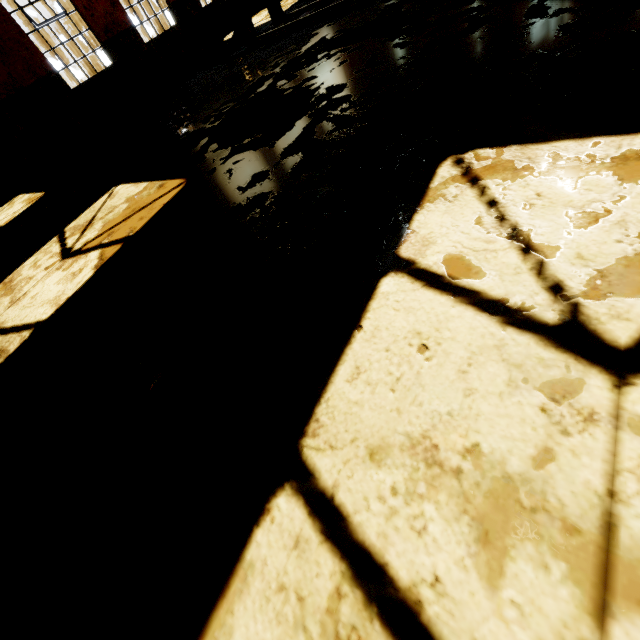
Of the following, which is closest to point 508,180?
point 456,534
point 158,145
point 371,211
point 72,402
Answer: point 371,211

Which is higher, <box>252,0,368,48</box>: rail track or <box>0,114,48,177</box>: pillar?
<box>0,114,48,177</box>: pillar

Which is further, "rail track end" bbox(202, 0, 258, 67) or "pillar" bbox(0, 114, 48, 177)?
"pillar" bbox(0, 114, 48, 177)

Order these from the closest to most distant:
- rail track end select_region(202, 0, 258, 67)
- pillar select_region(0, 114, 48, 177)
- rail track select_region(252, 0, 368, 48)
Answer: rail track select_region(252, 0, 368, 48) < rail track end select_region(202, 0, 258, 67) < pillar select_region(0, 114, 48, 177)

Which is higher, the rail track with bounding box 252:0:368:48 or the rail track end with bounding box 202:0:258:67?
the rail track end with bounding box 202:0:258:67

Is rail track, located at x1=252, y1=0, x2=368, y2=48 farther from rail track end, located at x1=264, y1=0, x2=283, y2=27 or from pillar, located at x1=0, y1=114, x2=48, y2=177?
pillar, located at x1=0, y1=114, x2=48, y2=177

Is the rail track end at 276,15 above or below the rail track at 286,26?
above

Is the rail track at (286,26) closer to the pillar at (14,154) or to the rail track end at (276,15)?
the rail track end at (276,15)
